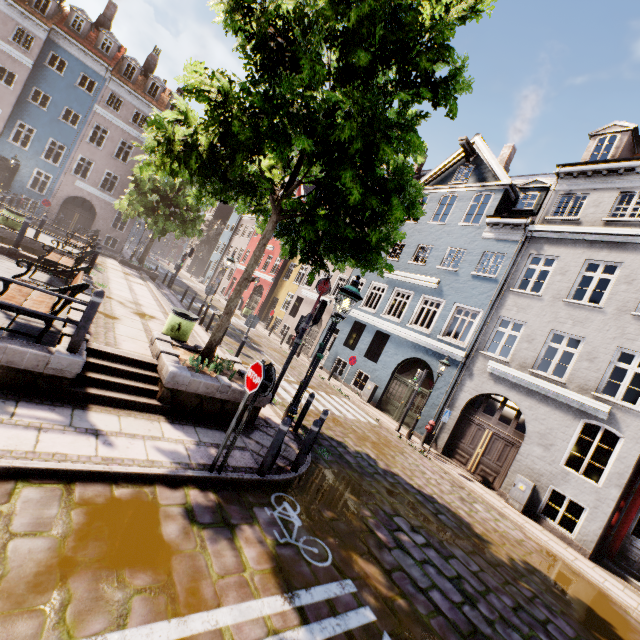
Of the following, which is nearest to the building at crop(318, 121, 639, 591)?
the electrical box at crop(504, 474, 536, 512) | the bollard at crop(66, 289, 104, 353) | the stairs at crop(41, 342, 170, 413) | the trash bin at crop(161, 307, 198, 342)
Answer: the electrical box at crop(504, 474, 536, 512)

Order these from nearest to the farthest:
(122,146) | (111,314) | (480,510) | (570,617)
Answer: (570,617) → (111,314) → (480,510) → (122,146)

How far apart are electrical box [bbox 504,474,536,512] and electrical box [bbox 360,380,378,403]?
7.3m

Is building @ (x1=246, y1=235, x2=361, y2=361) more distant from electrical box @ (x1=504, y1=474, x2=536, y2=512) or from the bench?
the bench

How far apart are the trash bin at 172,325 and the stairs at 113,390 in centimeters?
149cm

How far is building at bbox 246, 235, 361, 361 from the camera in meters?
23.1

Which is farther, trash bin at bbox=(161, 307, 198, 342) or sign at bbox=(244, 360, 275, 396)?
trash bin at bbox=(161, 307, 198, 342)

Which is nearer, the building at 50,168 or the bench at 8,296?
the bench at 8,296
